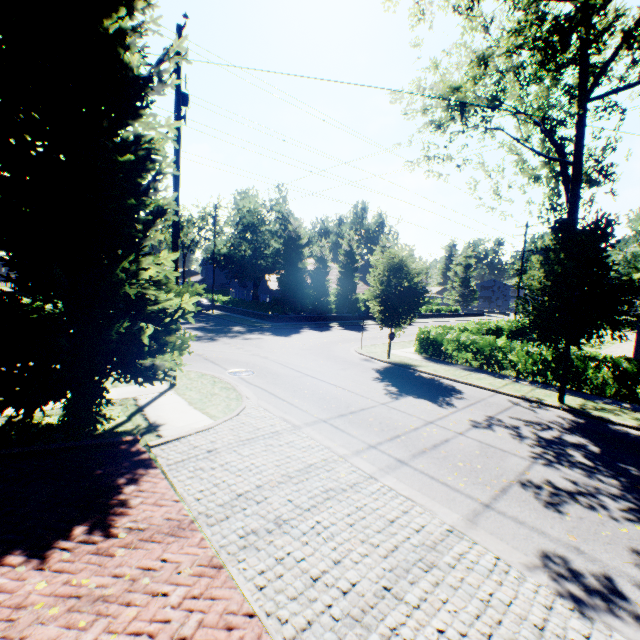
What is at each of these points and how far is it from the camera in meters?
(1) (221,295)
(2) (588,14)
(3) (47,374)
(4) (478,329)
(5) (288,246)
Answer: (1) hedge, 43.6
(2) tree, 12.8
(3) tree, 5.4
(4) hedge, 25.4
(5) tree, 34.1

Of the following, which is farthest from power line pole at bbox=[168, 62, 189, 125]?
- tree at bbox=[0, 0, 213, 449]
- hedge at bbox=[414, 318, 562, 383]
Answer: hedge at bbox=[414, 318, 562, 383]

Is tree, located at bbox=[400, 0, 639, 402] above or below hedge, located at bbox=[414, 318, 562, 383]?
above

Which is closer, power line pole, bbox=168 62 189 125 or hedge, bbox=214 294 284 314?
power line pole, bbox=168 62 189 125

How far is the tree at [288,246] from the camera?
17.2 meters

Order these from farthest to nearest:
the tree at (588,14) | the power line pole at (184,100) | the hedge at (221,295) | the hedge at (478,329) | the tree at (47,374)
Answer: the hedge at (221,295) → the hedge at (478,329) → the tree at (588,14) → the power line pole at (184,100) → the tree at (47,374)

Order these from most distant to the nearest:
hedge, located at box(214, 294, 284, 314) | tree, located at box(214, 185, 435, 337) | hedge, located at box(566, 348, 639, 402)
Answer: hedge, located at box(214, 294, 284, 314), tree, located at box(214, 185, 435, 337), hedge, located at box(566, 348, 639, 402)

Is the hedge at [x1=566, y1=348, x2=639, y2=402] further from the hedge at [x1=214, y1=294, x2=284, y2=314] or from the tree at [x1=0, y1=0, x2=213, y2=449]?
the hedge at [x1=214, y1=294, x2=284, y2=314]
